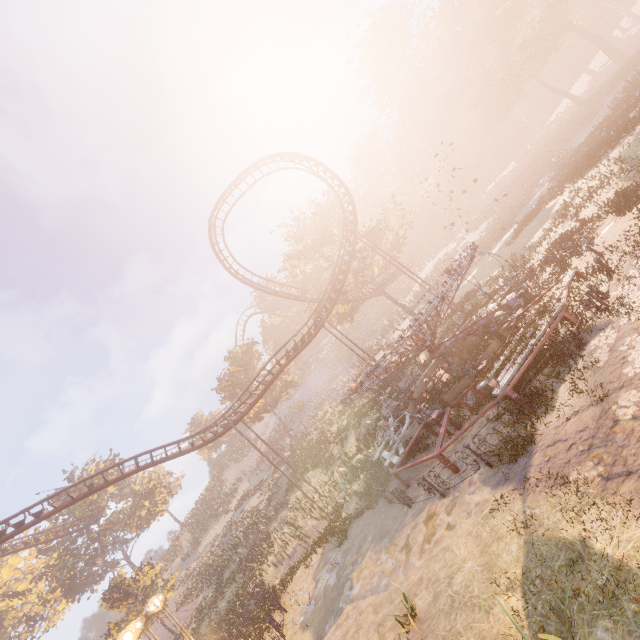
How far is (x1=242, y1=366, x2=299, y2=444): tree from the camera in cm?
4082

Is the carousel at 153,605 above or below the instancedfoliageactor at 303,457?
above

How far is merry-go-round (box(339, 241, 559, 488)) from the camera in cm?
1138

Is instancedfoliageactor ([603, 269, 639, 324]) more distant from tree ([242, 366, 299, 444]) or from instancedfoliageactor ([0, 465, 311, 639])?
tree ([242, 366, 299, 444])

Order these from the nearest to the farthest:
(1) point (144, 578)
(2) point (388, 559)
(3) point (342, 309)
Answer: (2) point (388, 559) → (1) point (144, 578) → (3) point (342, 309)

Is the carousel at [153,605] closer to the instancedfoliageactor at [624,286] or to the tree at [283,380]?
the instancedfoliageactor at [624,286]

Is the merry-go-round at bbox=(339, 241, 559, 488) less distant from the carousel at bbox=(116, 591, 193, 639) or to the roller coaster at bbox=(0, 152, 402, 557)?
the roller coaster at bbox=(0, 152, 402, 557)

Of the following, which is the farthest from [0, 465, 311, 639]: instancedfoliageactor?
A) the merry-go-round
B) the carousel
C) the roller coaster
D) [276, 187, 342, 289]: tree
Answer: [276, 187, 342, 289]: tree
